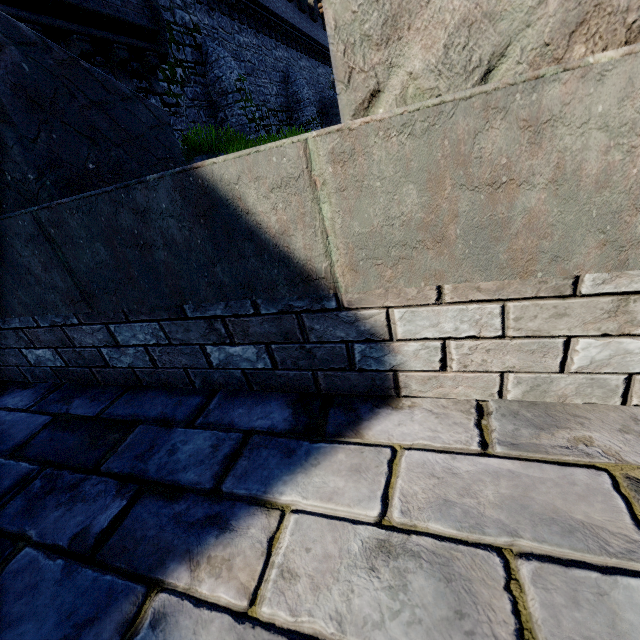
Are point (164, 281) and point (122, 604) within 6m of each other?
yes
